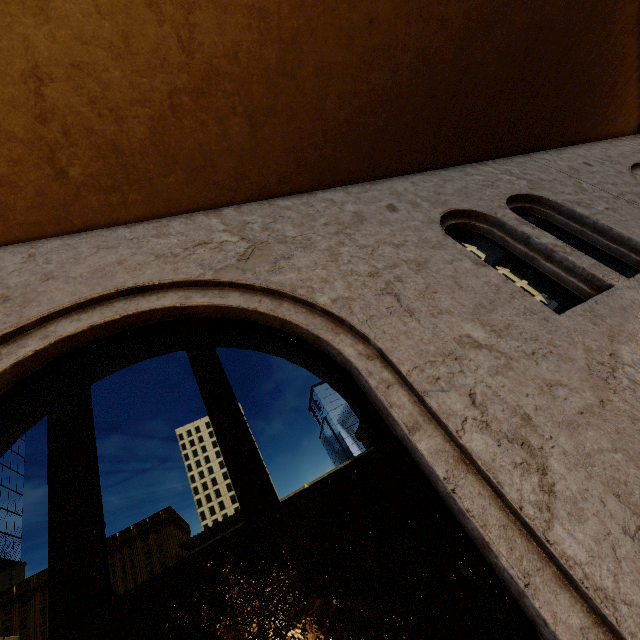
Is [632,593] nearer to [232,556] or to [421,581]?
[421,581]
